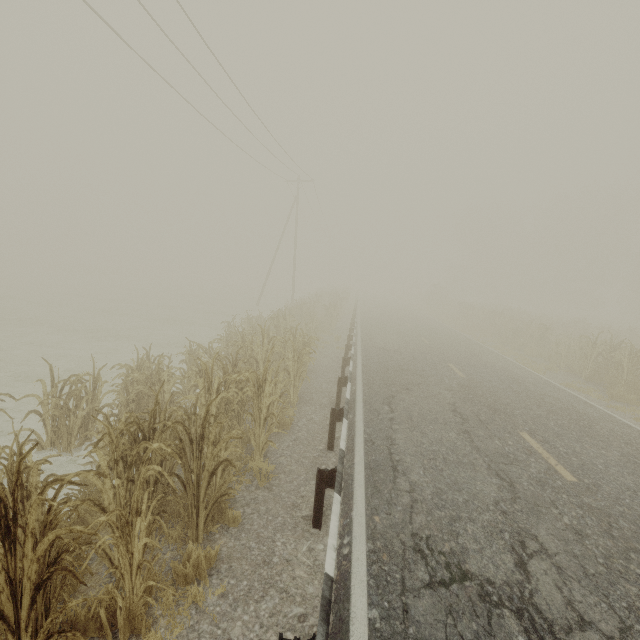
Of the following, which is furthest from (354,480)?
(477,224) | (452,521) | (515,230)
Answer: (477,224)
